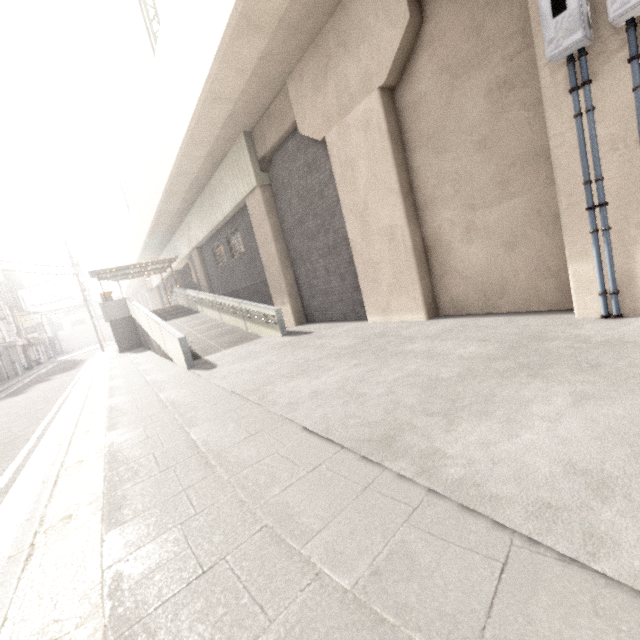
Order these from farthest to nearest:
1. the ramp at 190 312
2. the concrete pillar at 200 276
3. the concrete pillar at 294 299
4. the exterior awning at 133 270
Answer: the exterior awning at 133 270
the concrete pillar at 200 276
the concrete pillar at 294 299
the ramp at 190 312

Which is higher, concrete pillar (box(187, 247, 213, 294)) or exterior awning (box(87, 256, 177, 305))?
exterior awning (box(87, 256, 177, 305))

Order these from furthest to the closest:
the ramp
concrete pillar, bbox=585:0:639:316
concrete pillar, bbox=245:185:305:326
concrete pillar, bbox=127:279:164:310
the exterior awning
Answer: concrete pillar, bbox=127:279:164:310 < the exterior awning < concrete pillar, bbox=245:185:305:326 < the ramp < concrete pillar, bbox=585:0:639:316

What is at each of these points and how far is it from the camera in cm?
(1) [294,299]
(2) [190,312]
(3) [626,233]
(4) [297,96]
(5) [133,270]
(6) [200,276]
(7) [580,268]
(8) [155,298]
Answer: (1) concrete pillar, 1200
(2) ramp, 1872
(3) concrete pillar, 409
(4) concrete pillar, 867
(5) exterior awning, 2316
(6) concrete pillar, 2047
(7) concrete pillar, 457
(8) concrete pillar, 4531

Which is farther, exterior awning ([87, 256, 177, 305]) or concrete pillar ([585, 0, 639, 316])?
exterior awning ([87, 256, 177, 305])

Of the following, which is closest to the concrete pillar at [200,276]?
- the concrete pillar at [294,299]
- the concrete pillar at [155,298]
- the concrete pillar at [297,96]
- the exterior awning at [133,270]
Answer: the exterior awning at [133,270]

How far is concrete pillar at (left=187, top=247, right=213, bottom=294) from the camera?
19.9 meters

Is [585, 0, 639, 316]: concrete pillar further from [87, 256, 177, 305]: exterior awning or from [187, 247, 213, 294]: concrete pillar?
[87, 256, 177, 305]: exterior awning
